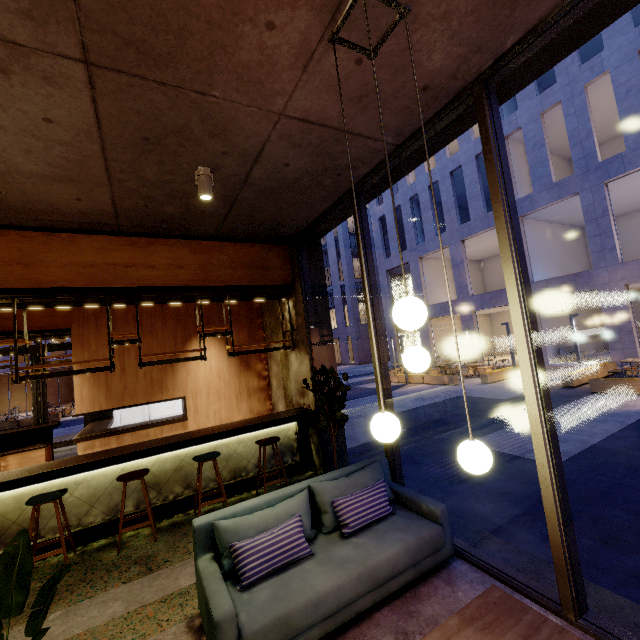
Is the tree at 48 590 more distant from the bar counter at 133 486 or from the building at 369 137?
the bar counter at 133 486

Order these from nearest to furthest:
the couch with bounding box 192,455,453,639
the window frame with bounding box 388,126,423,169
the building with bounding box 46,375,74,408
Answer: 1. the couch with bounding box 192,455,453,639
2. the window frame with bounding box 388,126,423,169
3. the building with bounding box 46,375,74,408

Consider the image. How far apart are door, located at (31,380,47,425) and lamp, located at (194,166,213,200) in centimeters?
1114cm

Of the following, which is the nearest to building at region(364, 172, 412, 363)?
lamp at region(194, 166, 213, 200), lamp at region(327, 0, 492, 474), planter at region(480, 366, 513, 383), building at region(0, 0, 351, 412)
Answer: planter at region(480, 366, 513, 383)

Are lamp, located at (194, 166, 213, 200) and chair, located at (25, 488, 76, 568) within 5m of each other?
yes

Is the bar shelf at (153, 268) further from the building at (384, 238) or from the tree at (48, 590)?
the building at (384, 238)

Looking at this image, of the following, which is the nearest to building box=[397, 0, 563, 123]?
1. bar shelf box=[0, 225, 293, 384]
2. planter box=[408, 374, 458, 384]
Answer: bar shelf box=[0, 225, 293, 384]

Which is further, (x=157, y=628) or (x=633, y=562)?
(x=633, y=562)
